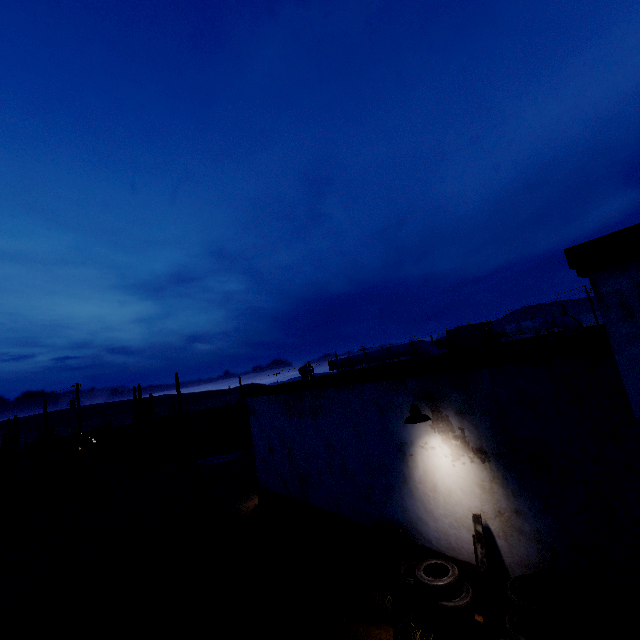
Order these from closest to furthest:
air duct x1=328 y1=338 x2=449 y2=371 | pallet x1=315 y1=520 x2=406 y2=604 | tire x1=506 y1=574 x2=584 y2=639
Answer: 1. tire x1=506 y1=574 x2=584 y2=639
2. pallet x1=315 y1=520 x2=406 y2=604
3. air duct x1=328 y1=338 x2=449 y2=371

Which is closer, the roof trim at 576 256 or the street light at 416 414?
the roof trim at 576 256

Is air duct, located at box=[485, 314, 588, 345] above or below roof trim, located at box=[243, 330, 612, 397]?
above

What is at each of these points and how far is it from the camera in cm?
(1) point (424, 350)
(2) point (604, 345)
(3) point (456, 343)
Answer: (1) air duct, 943
(2) roof trim, 384
(3) air conditioner, 1234

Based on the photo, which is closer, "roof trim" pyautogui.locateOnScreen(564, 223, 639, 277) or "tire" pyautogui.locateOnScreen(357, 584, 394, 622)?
"roof trim" pyautogui.locateOnScreen(564, 223, 639, 277)

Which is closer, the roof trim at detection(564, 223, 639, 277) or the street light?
the roof trim at detection(564, 223, 639, 277)

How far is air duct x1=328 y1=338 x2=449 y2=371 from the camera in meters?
9.4 m

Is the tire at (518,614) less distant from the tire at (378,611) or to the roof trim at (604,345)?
the tire at (378,611)
